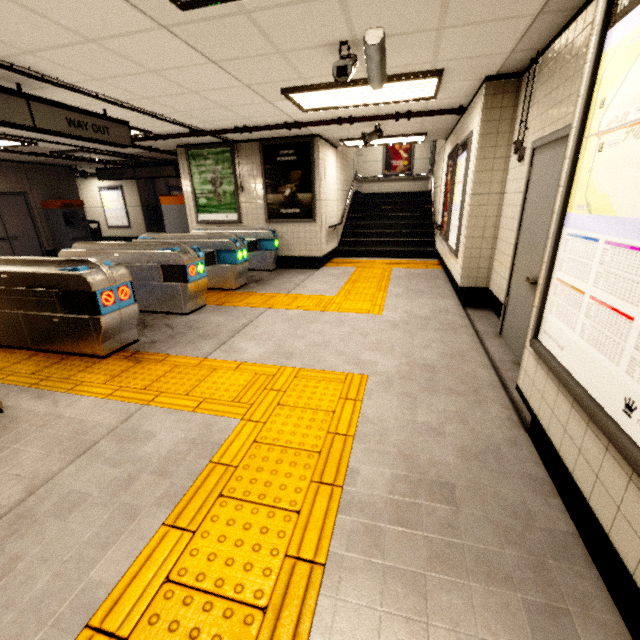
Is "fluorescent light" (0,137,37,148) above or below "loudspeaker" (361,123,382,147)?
above

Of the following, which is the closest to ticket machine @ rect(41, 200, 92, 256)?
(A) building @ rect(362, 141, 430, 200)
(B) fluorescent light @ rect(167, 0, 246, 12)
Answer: (A) building @ rect(362, 141, 430, 200)

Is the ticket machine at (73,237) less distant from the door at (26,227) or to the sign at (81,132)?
the door at (26,227)

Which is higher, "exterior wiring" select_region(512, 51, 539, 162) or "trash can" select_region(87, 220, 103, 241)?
"exterior wiring" select_region(512, 51, 539, 162)

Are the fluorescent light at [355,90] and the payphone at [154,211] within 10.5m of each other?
Result: no

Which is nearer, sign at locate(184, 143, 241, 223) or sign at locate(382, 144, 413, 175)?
sign at locate(184, 143, 241, 223)

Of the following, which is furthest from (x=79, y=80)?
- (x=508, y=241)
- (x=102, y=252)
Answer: (x=508, y=241)

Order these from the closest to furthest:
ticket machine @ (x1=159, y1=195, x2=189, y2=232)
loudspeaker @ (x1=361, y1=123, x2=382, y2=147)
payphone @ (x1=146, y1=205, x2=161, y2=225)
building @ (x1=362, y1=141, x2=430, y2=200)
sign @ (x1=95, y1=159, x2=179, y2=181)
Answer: loudspeaker @ (x1=361, y1=123, x2=382, y2=147)
ticket machine @ (x1=159, y1=195, x2=189, y2=232)
sign @ (x1=95, y1=159, x2=179, y2=181)
building @ (x1=362, y1=141, x2=430, y2=200)
payphone @ (x1=146, y1=205, x2=161, y2=225)
